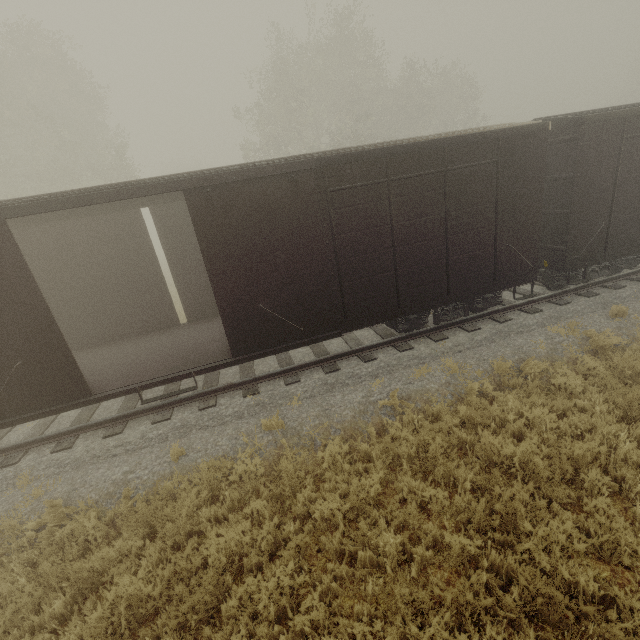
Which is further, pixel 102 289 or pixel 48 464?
pixel 102 289
